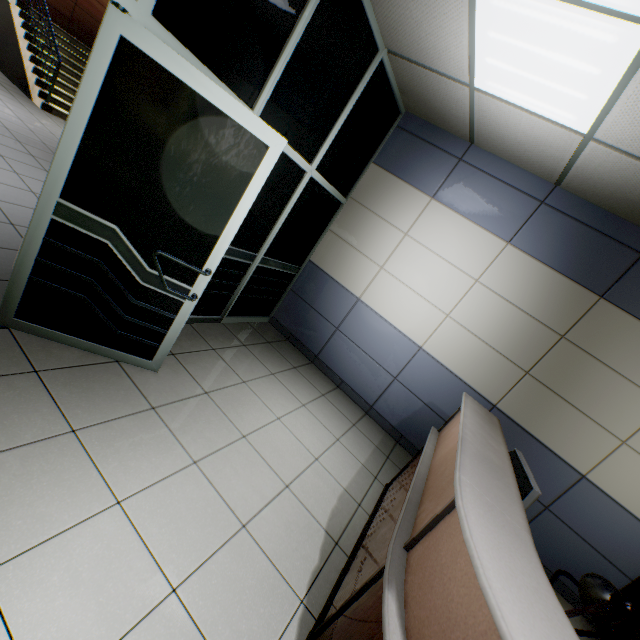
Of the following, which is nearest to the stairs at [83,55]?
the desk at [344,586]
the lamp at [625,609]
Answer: the desk at [344,586]

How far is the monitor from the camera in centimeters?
175cm

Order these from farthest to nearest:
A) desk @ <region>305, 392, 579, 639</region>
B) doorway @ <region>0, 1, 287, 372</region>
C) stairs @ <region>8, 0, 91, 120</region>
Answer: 1. stairs @ <region>8, 0, 91, 120</region>
2. doorway @ <region>0, 1, 287, 372</region>
3. desk @ <region>305, 392, 579, 639</region>

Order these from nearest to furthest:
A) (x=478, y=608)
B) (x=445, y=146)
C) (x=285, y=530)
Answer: (x=478, y=608) → (x=285, y=530) → (x=445, y=146)

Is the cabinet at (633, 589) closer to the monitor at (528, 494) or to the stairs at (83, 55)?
the monitor at (528, 494)

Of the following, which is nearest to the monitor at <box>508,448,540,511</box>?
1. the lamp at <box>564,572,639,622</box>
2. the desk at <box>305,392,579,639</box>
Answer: the desk at <box>305,392,579,639</box>

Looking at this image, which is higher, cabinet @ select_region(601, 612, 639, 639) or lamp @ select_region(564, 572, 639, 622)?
lamp @ select_region(564, 572, 639, 622)

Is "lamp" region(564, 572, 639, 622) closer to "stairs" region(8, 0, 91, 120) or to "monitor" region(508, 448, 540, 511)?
"monitor" region(508, 448, 540, 511)
